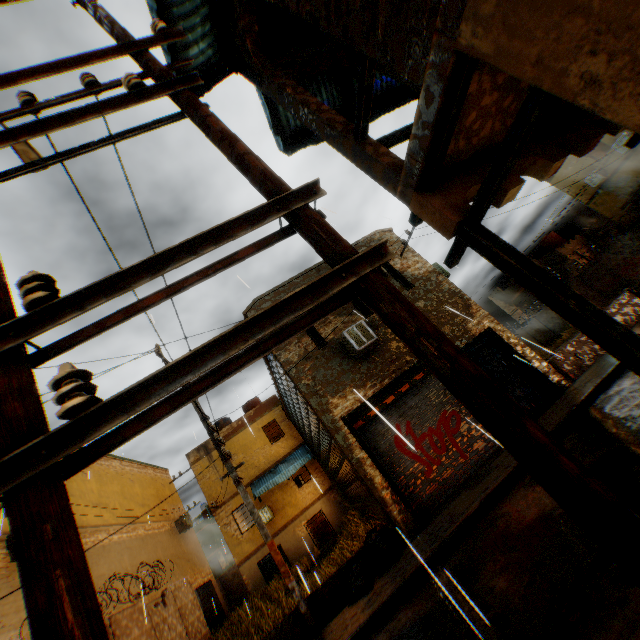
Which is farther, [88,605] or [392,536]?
[392,536]

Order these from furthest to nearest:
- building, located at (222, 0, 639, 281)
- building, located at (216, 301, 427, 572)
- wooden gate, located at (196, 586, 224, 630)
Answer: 1. wooden gate, located at (196, 586, 224, 630)
2. building, located at (216, 301, 427, 572)
3. building, located at (222, 0, 639, 281)

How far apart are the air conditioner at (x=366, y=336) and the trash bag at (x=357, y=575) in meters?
2.2

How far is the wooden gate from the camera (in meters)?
18.77

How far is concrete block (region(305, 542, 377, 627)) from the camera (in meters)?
7.34

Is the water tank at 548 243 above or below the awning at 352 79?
below

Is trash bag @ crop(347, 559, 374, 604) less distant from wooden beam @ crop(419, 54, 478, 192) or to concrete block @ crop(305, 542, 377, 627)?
concrete block @ crop(305, 542, 377, 627)

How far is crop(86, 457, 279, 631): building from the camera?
13.84m
